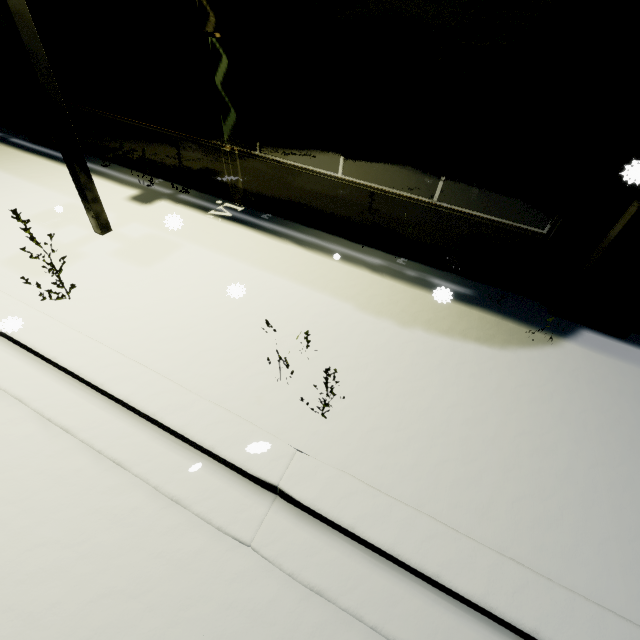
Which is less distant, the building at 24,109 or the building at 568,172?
the building at 568,172

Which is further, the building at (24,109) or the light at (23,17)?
the building at (24,109)

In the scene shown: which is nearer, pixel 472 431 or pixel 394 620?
pixel 394 620

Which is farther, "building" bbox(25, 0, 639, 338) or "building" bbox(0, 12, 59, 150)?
"building" bbox(0, 12, 59, 150)

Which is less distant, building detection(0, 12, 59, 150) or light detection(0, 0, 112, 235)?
light detection(0, 0, 112, 235)
